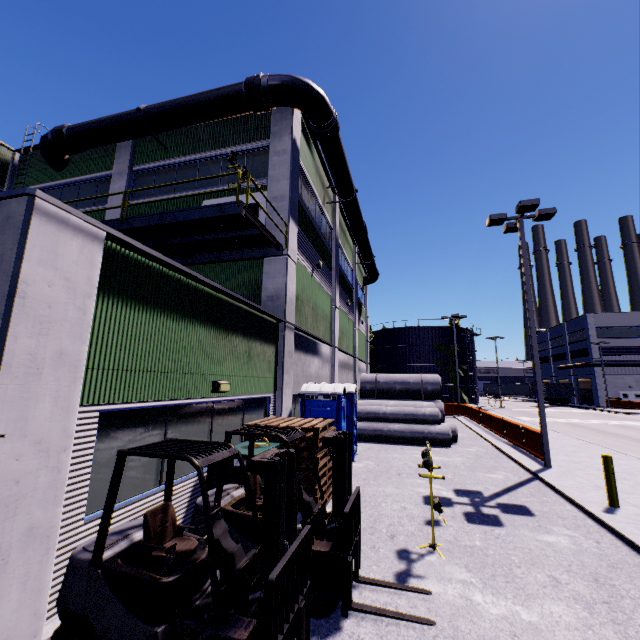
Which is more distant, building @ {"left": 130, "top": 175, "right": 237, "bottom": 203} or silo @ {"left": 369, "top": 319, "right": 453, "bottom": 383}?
silo @ {"left": 369, "top": 319, "right": 453, "bottom": 383}

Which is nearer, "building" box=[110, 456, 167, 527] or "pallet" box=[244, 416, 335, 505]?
"building" box=[110, 456, 167, 527]

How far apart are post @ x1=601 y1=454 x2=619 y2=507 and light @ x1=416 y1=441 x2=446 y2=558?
4.9m

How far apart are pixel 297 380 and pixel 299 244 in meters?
5.8 m

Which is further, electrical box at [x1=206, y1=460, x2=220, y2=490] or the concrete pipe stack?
the concrete pipe stack

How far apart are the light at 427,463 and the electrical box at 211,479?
2.98m

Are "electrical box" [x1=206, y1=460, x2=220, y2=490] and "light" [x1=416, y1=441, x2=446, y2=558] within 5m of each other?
yes

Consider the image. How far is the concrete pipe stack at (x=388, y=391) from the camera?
21.72m
